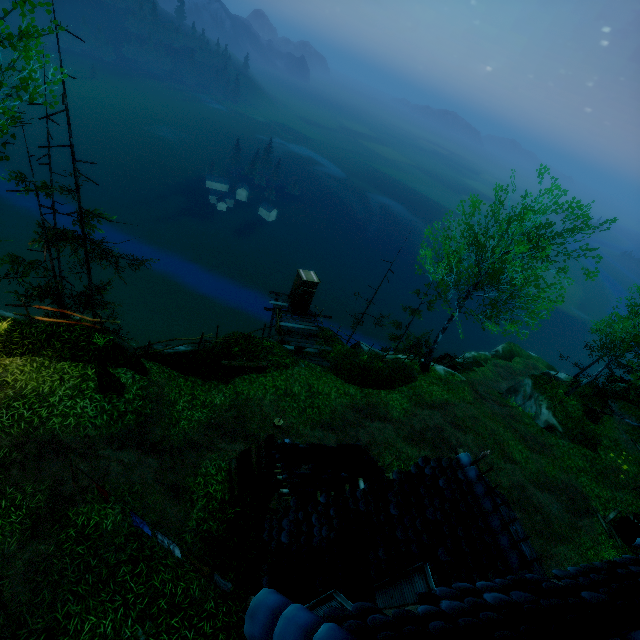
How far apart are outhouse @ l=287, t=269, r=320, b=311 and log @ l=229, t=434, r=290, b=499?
9.9 meters

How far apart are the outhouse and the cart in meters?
12.9

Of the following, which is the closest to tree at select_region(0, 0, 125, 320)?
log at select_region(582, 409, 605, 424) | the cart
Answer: the cart

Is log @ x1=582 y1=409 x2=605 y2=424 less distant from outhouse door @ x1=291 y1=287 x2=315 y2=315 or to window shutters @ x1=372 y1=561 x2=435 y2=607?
outhouse door @ x1=291 y1=287 x2=315 y2=315

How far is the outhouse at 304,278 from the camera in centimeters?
1920cm

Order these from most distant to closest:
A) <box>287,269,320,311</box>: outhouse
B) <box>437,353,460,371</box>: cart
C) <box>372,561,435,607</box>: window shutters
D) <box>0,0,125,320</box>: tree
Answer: <box>437,353,460,371</box>: cart < <box>287,269,320,311</box>: outhouse < <box>0,0,125,320</box>: tree < <box>372,561,435,607</box>: window shutters

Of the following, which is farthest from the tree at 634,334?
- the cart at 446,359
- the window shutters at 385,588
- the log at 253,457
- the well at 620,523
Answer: the window shutters at 385,588

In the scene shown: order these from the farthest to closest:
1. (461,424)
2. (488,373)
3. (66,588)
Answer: (488,373)
(461,424)
(66,588)
